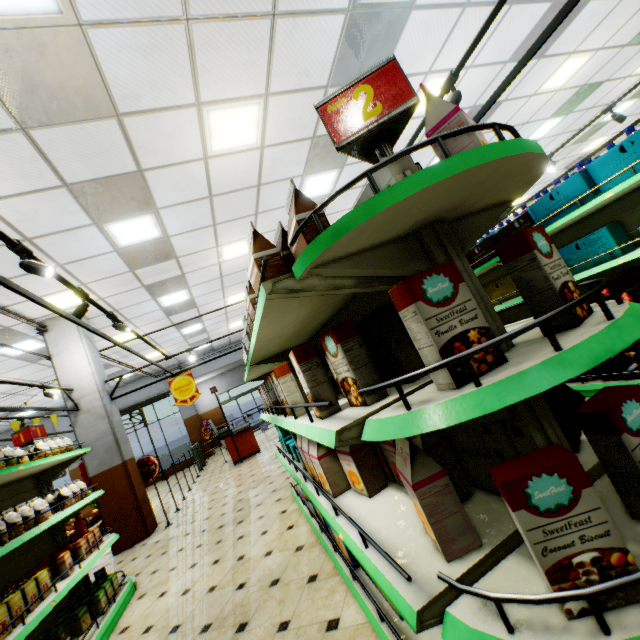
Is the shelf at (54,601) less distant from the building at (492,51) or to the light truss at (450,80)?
the building at (492,51)

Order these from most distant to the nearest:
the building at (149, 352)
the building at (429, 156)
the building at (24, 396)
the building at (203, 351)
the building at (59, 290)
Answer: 1. the building at (203, 351)
2. the building at (149, 352)
3. the building at (24, 396)
4. the building at (429, 156)
5. the building at (59, 290)

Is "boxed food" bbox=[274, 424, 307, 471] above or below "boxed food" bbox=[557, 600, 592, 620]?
above

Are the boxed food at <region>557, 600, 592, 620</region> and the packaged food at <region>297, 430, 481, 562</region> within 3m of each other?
yes

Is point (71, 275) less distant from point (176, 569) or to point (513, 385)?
point (176, 569)

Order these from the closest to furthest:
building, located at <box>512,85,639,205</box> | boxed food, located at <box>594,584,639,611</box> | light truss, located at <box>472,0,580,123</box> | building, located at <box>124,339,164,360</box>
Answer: boxed food, located at <box>594,584,639,611</box>
light truss, located at <box>472,0,580,123</box>
building, located at <box>512,85,639,205</box>
building, located at <box>124,339,164,360</box>

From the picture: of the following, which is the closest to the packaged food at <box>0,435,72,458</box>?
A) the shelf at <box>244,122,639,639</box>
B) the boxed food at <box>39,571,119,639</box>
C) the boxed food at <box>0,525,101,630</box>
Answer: the boxed food at <box>0,525,101,630</box>

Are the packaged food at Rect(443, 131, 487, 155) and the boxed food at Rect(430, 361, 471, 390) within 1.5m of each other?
yes
